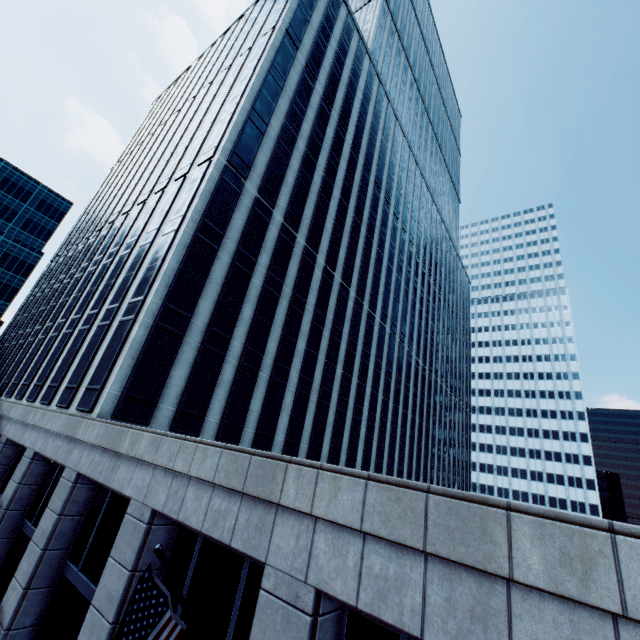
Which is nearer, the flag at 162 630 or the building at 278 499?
the flag at 162 630

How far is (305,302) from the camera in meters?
26.8 m

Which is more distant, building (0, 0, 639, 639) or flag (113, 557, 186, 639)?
building (0, 0, 639, 639)
